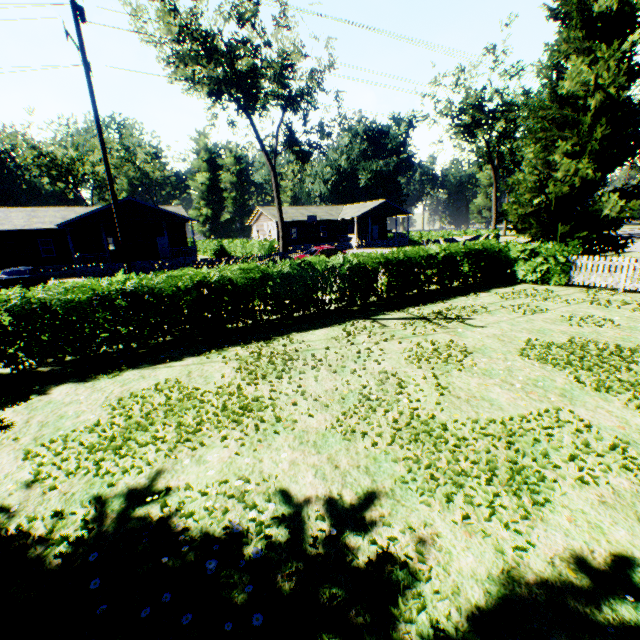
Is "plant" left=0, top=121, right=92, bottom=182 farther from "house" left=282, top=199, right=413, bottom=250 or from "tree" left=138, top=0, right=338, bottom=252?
"house" left=282, top=199, right=413, bottom=250

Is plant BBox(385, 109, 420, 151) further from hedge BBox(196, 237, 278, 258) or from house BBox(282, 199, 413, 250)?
house BBox(282, 199, 413, 250)

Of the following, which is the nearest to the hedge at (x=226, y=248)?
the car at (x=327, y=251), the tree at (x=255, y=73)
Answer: the tree at (x=255, y=73)

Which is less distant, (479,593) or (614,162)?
(479,593)

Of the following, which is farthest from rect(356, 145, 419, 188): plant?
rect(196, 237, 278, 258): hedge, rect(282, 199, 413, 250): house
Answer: rect(282, 199, 413, 250): house

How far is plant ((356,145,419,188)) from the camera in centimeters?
5666cm

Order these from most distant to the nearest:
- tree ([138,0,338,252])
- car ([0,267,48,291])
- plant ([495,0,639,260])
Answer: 1. tree ([138,0,338,252])
2. car ([0,267,48,291])
3. plant ([495,0,639,260])

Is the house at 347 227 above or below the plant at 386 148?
below
